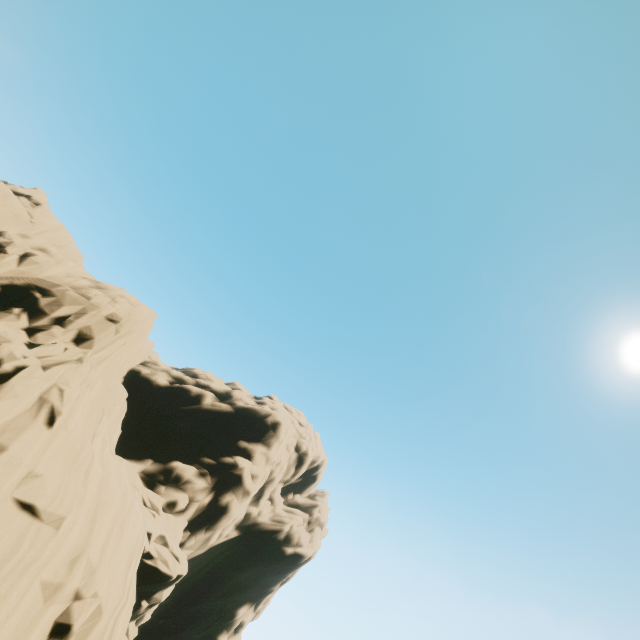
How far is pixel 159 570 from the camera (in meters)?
17.56
